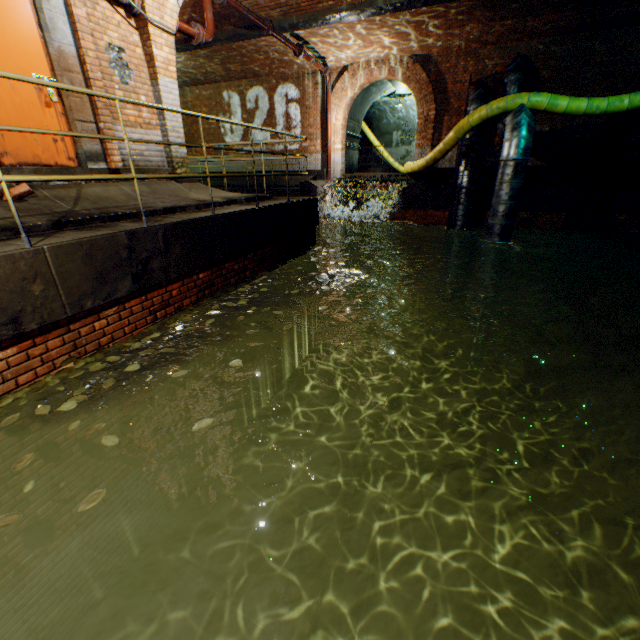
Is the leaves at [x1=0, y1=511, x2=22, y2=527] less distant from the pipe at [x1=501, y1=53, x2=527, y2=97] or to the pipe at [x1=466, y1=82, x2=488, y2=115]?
the pipe at [x1=501, y1=53, x2=527, y2=97]

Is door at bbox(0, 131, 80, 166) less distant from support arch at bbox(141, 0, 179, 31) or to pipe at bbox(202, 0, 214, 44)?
support arch at bbox(141, 0, 179, 31)

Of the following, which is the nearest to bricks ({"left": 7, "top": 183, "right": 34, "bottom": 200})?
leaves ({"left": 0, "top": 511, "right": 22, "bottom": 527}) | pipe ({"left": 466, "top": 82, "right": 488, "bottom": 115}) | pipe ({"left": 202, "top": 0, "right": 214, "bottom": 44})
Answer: leaves ({"left": 0, "top": 511, "right": 22, "bottom": 527})

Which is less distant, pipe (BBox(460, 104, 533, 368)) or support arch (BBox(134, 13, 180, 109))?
support arch (BBox(134, 13, 180, 109))

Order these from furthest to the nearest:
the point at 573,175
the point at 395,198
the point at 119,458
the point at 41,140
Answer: the point at 395,198, the point at 573,175, the point at 41,140, the point at 119,458

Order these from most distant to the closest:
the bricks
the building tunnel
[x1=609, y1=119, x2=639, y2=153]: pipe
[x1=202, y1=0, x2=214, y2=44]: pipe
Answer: the building tunnel → [x1=609, y1=119, x2=639, y2=153]: pipe → [x1=202, y1=0, x2=214, y2=44]: pipe → the bricks

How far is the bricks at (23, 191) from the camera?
4.0m

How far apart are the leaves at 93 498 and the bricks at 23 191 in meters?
4.0
